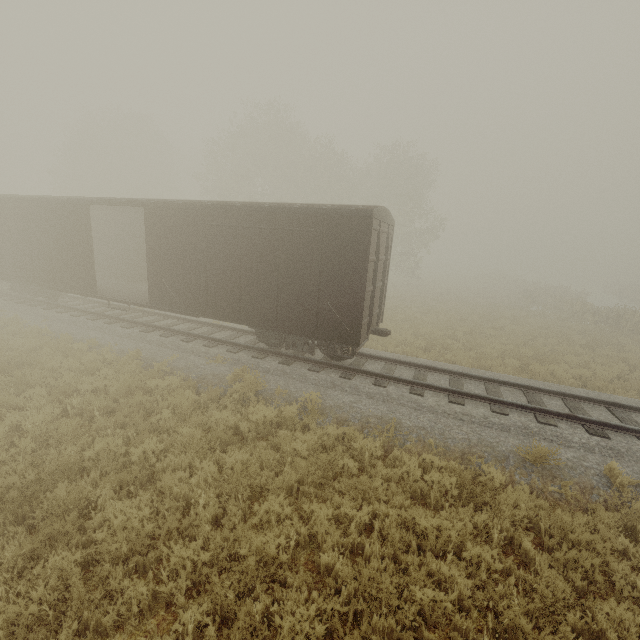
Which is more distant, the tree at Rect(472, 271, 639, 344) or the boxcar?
the tree at Rect(472, 271, 639, 344)

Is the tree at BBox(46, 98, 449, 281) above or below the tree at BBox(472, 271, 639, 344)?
above

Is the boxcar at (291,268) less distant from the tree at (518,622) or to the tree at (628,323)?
the tree at (518,622)

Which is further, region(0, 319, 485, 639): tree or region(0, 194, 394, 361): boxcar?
region(0, 194, 394, 361): boxcar

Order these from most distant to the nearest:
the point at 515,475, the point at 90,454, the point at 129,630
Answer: the point at 515,475 < the point at 90,454 < the point at 129,630

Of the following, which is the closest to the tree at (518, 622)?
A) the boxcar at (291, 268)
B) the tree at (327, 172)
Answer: the tree at (327, 172)

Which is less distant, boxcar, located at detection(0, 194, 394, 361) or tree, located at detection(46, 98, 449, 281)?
boxcar, located at detection(0, 194, 394, 361)
